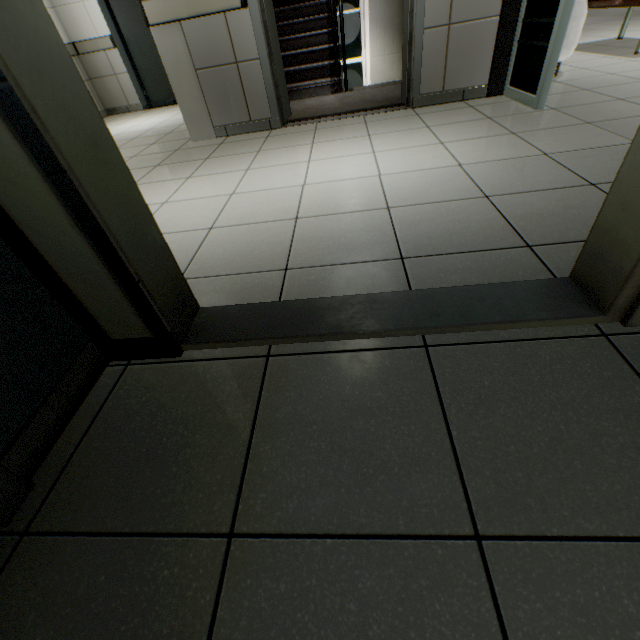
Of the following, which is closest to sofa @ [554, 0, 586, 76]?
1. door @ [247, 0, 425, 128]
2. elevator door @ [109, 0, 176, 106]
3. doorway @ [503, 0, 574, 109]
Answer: doorway @ [503, 0, 574, 109]

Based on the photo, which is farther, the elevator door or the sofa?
the elevator door

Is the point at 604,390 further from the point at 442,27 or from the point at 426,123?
the point at 442,27

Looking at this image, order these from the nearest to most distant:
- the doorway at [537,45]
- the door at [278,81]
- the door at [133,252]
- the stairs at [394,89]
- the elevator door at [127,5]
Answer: the door at [133,252], the doorway at [537,45], the door at [278,81], the stairs at [394,89], the elevator door at [127,5]

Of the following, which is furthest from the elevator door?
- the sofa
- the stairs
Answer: the sofa

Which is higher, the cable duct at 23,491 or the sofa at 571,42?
the sofa at 571,42

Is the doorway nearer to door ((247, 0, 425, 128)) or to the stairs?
the stairs

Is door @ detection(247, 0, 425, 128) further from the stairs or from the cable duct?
the cable duct
